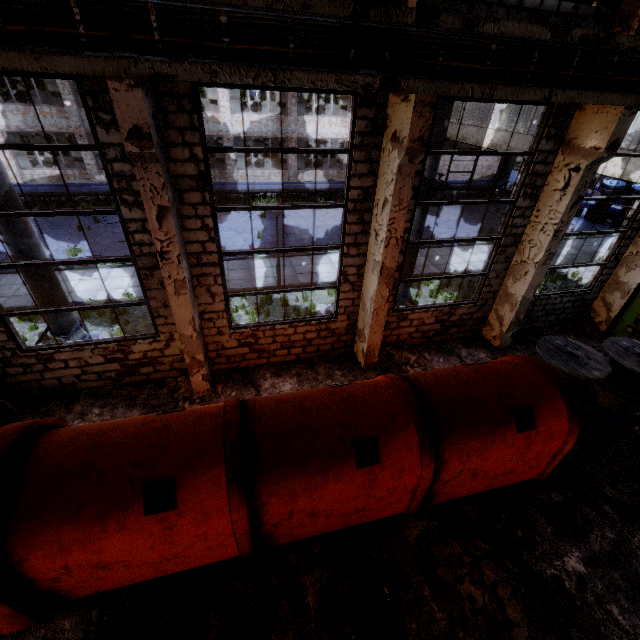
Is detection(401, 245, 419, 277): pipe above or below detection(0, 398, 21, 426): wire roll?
above

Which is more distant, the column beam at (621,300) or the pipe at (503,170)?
the pipe at (503,170)

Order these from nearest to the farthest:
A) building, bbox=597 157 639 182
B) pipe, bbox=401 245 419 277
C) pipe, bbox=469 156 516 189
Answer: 1. pipe, bbox=401 245 419 277
2. building, bbox=597 157 639 182
3. pipe, bbox=469 156 516 189

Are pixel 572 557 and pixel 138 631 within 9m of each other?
yes

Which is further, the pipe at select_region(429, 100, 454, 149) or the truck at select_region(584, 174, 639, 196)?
the truck at select_region(584, 174, 639, 196)

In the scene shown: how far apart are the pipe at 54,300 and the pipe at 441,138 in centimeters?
876cm

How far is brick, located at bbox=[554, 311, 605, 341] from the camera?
10.9m

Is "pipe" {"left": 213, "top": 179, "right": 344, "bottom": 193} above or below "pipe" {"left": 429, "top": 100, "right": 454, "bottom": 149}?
below
